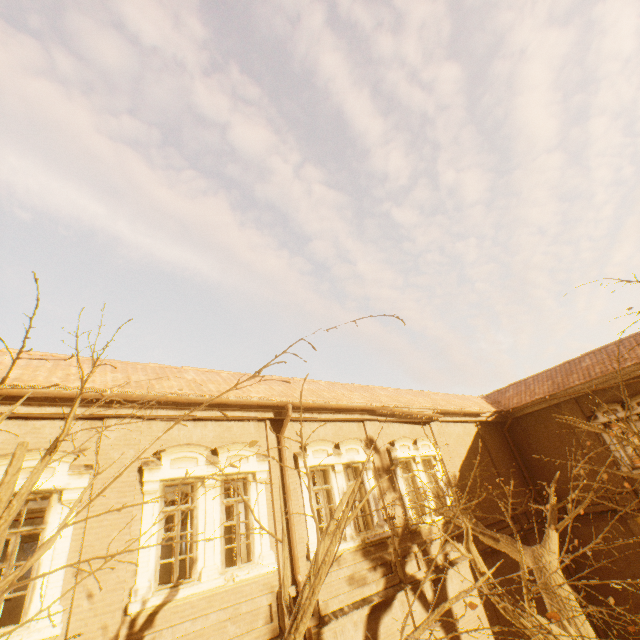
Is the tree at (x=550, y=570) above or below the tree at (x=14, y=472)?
below

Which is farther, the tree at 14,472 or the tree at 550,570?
the tree at 550,570

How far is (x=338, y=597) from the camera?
7.96m

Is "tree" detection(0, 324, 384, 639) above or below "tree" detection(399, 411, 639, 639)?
above

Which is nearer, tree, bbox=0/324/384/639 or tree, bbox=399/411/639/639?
tree, bbox=0/324/384/639
